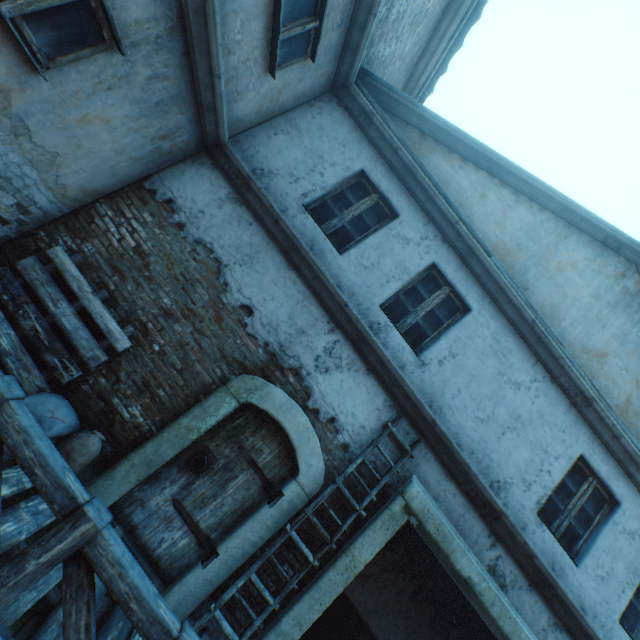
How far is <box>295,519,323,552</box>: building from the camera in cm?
410

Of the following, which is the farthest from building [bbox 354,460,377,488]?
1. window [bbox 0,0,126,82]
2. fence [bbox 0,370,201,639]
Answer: fence [bbox 0,370,201,639]

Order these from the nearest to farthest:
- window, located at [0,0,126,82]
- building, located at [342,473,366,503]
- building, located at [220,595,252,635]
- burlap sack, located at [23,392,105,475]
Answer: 1. window, located at [0,0,126,82]
2. burlap sack, located at [23,392,105,475]
3. building, located at [220,595,252,635]
4. building, located at [342,473,366,503]

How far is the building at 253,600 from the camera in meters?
3.8 m

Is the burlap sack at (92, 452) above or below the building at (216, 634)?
above

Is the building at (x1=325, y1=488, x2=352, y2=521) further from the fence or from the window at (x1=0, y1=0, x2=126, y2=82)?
the fence

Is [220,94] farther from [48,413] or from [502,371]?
[502,371]
